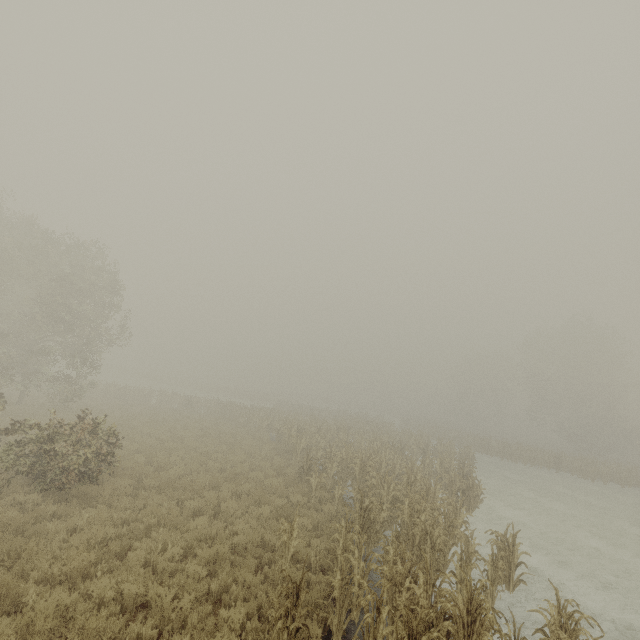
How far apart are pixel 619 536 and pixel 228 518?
18.89m
